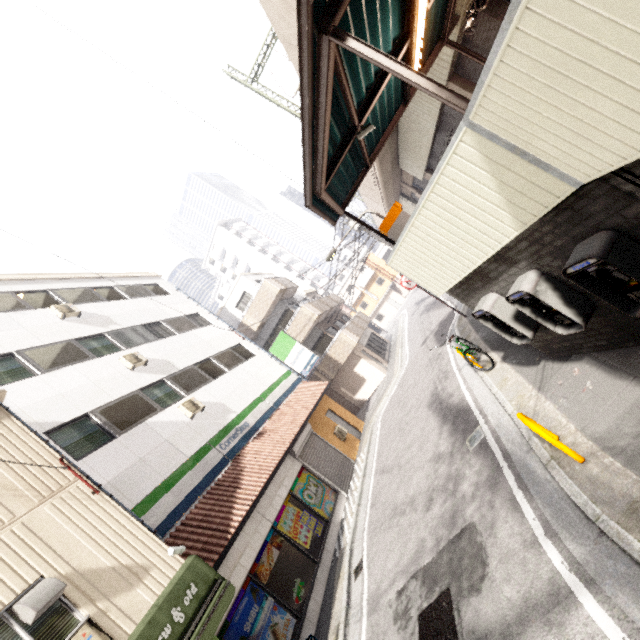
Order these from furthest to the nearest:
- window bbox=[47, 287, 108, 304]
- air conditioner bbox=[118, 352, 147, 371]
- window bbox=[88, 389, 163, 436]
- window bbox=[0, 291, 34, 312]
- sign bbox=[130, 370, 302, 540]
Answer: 1. window bbox=[47, 287, 108, 304]
2. air conditioner bbox=[118, 352, 147, 371]
3. window bbox=[0, 291, 34, 312]
4. window bbox=[88, 389, 163, 436]
5. sign bbox=[130, 370, 302, 540]

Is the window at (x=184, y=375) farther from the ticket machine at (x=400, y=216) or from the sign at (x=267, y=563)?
the ticket machine at (x=400, y=216)

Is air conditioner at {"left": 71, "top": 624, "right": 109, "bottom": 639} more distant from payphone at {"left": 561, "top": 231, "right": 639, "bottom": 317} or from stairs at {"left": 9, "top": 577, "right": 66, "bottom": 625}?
payphone at {"left": 561, "top": 231, "right": 639, "bottom": 317}

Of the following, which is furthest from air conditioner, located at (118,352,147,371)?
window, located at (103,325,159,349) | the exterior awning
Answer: the exterior awning

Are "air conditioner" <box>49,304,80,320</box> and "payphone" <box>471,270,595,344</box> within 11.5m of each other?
no

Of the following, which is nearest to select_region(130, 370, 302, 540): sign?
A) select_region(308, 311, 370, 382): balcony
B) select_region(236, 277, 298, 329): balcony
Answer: select_region(308, 311, 370, 382): balcony

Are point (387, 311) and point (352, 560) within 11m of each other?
no

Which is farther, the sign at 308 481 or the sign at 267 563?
the sign at 308 481
